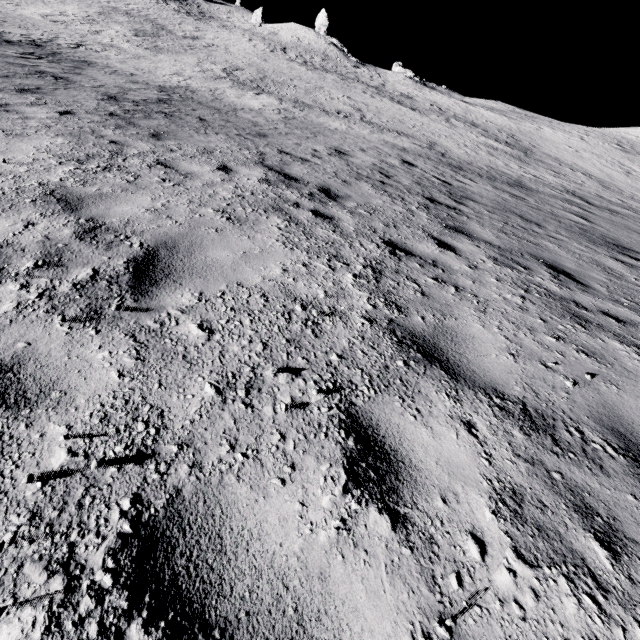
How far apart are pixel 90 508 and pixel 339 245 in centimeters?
341cm
